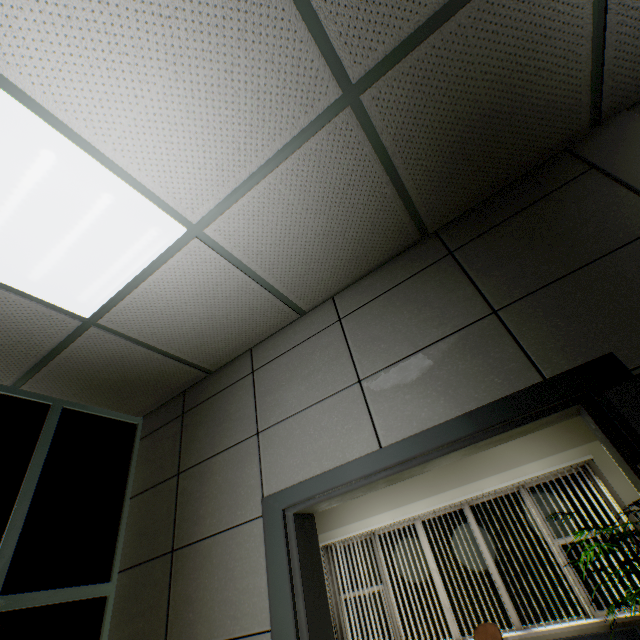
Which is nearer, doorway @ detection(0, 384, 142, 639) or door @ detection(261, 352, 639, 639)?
door @ detection(261, 352, 639, 639)

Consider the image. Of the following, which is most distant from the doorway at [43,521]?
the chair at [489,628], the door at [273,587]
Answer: the chair at [489,628]

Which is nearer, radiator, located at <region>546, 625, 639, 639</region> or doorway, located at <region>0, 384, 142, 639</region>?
doorway, located at <region>0, 384, 142, 639</region>

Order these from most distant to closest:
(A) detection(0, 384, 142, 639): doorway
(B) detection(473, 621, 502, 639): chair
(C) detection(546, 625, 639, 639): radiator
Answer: (B) detection(473, 621, 502, 639): chair
(C) detection(546, 625, 639, 639): radiator
(A) detection(0, 384, 142, 639): doorway

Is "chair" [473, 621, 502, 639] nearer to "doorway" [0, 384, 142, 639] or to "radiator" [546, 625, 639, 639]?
"radiator" [546, 625, 639, 639]

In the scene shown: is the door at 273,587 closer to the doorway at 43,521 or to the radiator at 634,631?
the doorway at 43,521

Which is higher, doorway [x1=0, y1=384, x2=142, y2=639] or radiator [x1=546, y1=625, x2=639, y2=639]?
doorway [x1=0, y1=384, x2=142, y2=639]

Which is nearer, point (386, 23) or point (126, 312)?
point (386, 23)
